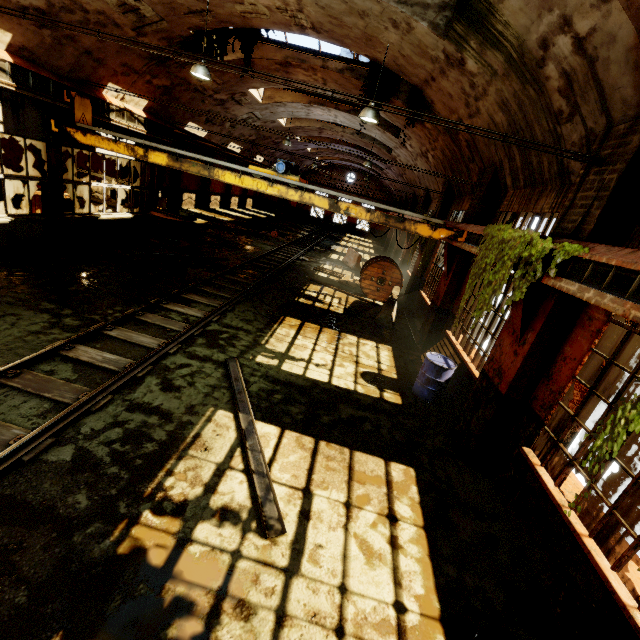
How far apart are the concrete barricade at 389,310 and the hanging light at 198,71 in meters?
8.2 m

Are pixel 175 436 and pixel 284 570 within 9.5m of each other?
yes

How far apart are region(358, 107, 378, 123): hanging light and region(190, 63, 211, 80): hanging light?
4.2 meters

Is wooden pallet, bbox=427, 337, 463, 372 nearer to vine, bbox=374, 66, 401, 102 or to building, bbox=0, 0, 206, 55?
building, bbox=0, 0, 206, 55

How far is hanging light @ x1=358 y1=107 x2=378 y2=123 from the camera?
8.2m

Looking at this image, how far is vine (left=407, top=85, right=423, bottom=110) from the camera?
9.30m

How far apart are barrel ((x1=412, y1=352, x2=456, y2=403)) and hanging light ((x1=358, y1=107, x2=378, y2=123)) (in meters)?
6.12

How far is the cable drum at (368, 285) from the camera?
14.0 meters
